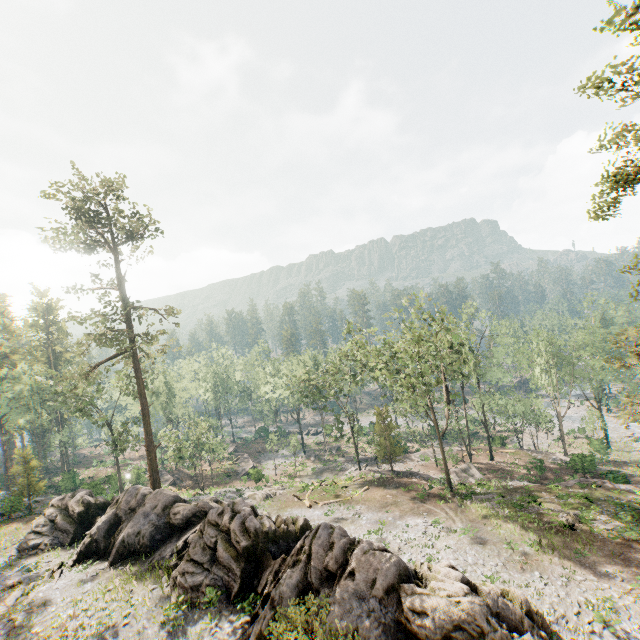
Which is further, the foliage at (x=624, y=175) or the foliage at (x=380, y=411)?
A: the foliage at (x=380, y=411)

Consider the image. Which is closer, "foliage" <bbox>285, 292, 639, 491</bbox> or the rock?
the rock

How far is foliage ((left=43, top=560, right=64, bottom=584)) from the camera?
20.38m

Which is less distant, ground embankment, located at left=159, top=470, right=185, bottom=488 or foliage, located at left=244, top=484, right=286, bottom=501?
foliage, located at left=244, top=484, right=286, bottom=501

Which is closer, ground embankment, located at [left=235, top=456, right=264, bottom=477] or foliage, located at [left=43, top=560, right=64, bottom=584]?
foliage, located at [left=43, top=560, right=64, bottom=584]

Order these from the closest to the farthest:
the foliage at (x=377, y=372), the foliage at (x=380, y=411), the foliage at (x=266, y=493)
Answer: the foliage at (x=377, y=372) → the foliage at (x=266, y=493) → the foliage at (x=380, y=411)

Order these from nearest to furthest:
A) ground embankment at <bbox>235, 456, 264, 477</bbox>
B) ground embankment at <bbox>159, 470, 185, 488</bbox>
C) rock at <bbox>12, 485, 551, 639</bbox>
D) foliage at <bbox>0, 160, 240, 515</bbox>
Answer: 1. rock at <bbox>12, 485, 551, 639</bbox>
2. foliage at <bbox>0, 160, 240, 515</bbox>
3. ground embankment at <bbox>235, 456, 264, 477</bbox>
4. ground embankment at <bbox>159, 470, 185, 488</bbox>

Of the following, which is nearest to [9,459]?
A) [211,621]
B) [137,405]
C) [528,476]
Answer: [137,405]
